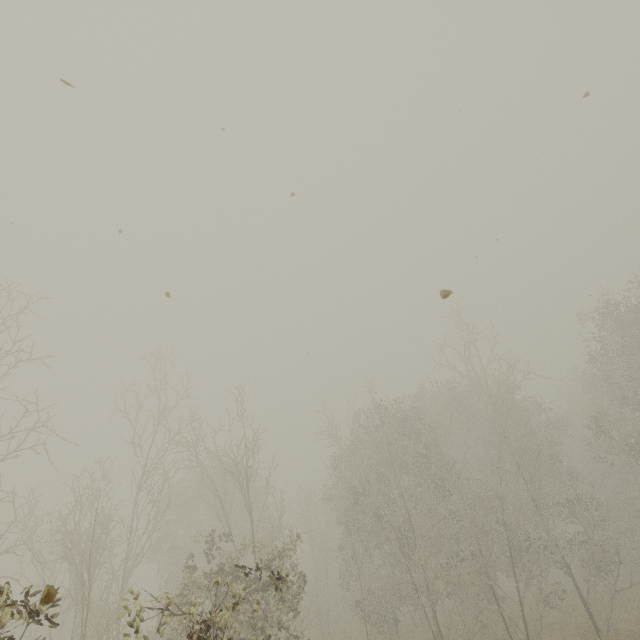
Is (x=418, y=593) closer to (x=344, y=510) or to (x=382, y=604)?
(x=382, y=604)
